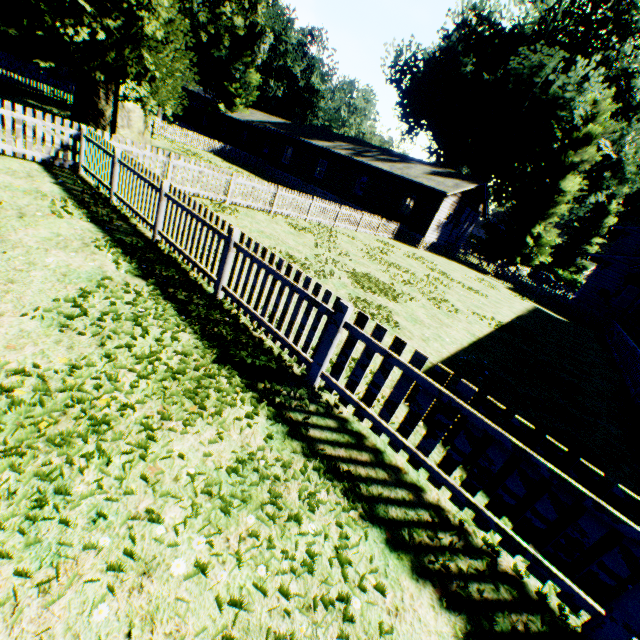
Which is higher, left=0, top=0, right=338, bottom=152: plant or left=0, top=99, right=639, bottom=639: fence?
left=0, top=0, right=338, bottom=152: plant

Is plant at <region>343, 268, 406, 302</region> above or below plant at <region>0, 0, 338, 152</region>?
below

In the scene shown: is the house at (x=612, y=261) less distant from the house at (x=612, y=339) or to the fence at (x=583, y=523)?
the fence at (x=583, y=523)

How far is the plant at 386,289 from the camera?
9.70m

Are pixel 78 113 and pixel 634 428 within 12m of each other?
no

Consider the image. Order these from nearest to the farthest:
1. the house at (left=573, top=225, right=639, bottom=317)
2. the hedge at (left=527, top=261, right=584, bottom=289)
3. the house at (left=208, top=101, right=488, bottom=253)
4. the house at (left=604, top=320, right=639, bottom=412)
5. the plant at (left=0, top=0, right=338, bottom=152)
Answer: the plant at (left=0, top=0, right=338, bottom=152)
the house at (left=604, top=320, right=639, bottom=412)
the house at (left=573, top=225, right=639, bottom=317)
the house at (left=208, top=101, right=488, bottom=253)
the hedge at (left=527, top=261, right=584, bottom=289)

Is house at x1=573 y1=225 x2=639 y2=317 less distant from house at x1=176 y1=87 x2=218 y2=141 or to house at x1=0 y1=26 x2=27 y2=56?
house at x1=176 y1=87 x2=218 y2=141

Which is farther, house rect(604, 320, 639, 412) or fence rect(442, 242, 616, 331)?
fence rect(442, 242, 616, 331)
